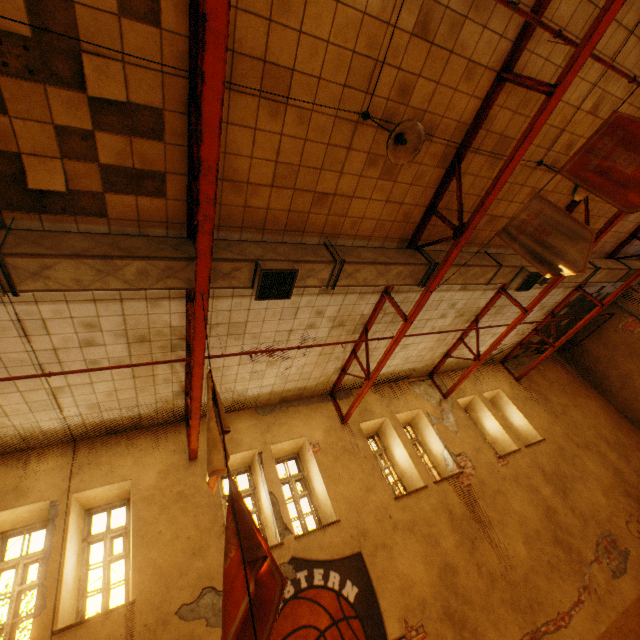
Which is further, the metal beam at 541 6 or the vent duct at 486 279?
the vent duct at 486 279

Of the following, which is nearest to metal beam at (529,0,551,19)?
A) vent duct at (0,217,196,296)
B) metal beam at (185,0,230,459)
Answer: vent duct at (0,217,196,296)

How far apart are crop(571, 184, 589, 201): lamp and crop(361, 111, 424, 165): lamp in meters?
3.5

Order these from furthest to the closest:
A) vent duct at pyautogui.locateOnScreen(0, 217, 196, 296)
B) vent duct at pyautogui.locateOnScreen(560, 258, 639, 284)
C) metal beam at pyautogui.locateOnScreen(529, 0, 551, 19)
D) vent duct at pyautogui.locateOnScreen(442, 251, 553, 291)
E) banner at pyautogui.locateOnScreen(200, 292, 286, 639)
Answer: vent duct at pyautogui.locateOnScreen(560, 258, 639, 284) < vent duct at pyautogui.locateOnScreen(442, 251, 553, 291) < metal beam at pyautogui.locateOnScreen(529, 0, 551, 19) < vent duct at pyautogui.locateOnScreen(0, 217, 196, 296) < banner at pyautogui.locateOnScreen(200, 292, 286, 639)

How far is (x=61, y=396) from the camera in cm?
582

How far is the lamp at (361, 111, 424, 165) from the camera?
3.54m

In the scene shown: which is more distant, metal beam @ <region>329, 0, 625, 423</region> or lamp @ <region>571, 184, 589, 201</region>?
lamp @ <region>571, 184, 589, 201</region>

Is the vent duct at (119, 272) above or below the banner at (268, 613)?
above
